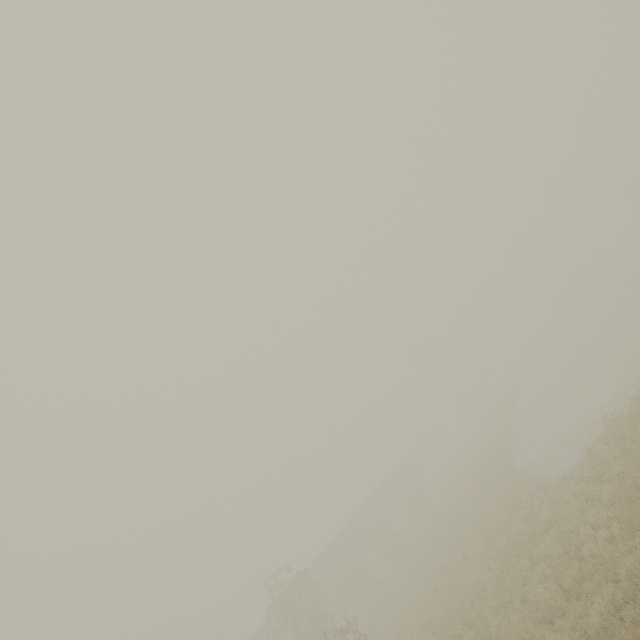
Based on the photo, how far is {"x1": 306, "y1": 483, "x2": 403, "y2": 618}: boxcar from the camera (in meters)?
32.06

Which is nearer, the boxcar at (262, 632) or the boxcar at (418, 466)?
the boxcar at (262, 632)

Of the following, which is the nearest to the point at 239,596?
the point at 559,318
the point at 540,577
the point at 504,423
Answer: the point at 504,423

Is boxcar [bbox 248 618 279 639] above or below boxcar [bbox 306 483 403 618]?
above

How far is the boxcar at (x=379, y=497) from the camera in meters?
32.1 m

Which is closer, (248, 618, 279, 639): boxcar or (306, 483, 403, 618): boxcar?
(248, 618, 279, 639): boxcar

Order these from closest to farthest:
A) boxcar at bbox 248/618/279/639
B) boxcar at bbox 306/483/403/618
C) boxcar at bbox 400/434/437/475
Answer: boxcar at bbox 248/618/279/639
boxcar at bbox 306/483/403/618
boxcar at bbox 400/434/437/475
